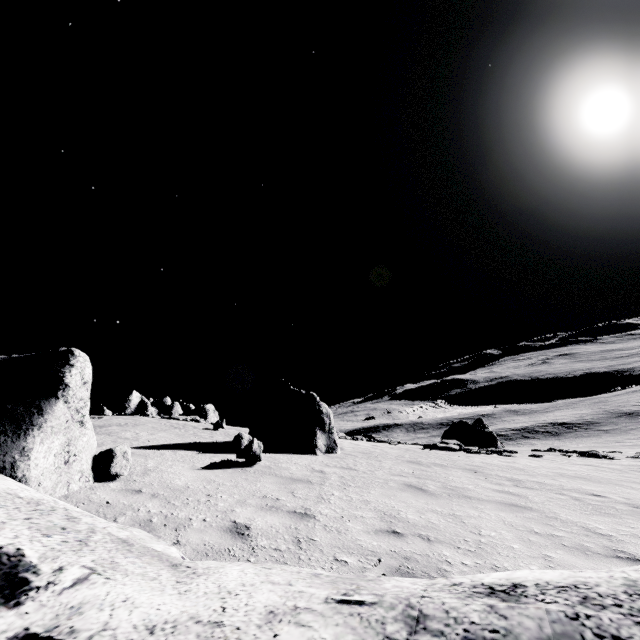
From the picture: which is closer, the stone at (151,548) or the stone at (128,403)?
the stone at (151,548)

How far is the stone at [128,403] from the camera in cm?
2419

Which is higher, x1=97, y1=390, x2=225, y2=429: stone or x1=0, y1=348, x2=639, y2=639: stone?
x1=97, y1=390, x2=225, y2=429: stone

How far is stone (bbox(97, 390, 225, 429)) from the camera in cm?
2419

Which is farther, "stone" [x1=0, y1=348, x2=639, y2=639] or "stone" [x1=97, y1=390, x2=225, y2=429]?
"stone" [x1=97, y1=390, x2=225, y2=429]

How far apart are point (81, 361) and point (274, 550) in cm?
474
